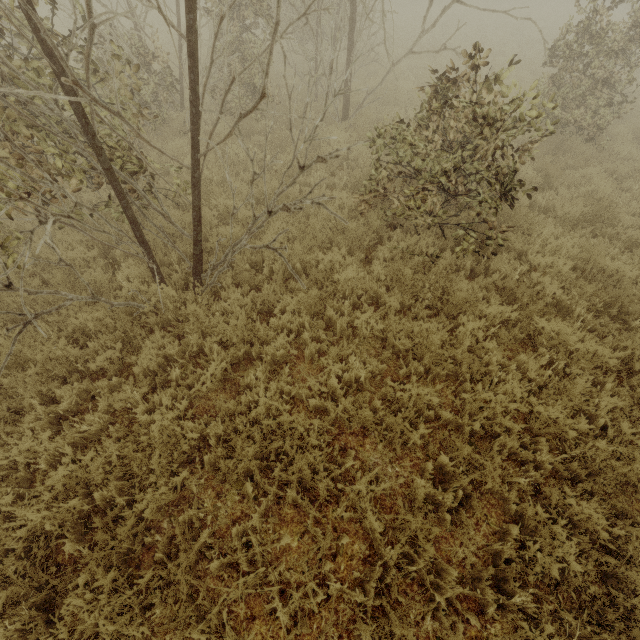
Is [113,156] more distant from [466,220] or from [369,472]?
[466,220]
